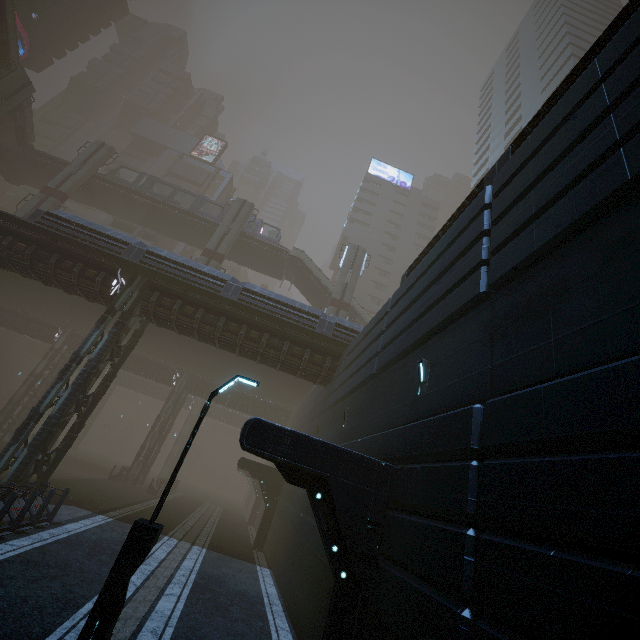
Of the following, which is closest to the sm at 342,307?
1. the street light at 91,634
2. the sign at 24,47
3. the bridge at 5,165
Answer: the street light at 91,634

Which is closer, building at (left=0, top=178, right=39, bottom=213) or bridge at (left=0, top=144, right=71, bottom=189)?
bridge at (left=0, top=144, right=71, bottom=189)

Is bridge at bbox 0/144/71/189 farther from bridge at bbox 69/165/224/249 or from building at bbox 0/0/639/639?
building at bbox 0/0/639/639

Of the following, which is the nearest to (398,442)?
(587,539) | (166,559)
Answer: (587,539)

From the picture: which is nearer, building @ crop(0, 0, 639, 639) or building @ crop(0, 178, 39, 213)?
building @ crop(0, 0, 639, 639)

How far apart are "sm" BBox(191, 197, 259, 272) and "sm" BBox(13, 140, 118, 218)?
12.91m

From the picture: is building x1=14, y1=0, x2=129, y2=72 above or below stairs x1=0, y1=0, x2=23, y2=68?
above

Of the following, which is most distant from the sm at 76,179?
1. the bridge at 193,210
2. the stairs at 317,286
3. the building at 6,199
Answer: the stairs at 317,286
